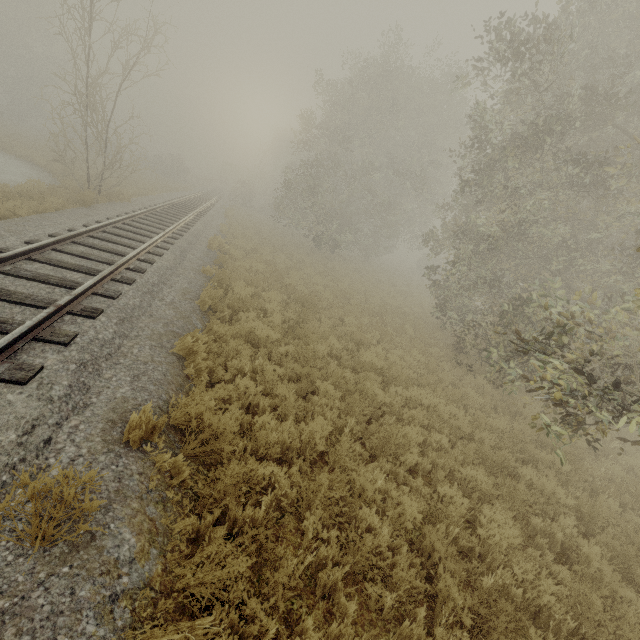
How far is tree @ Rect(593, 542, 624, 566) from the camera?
4.63m

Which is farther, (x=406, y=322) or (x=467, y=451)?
(x=406, y=322)

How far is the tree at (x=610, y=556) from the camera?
4.6m
